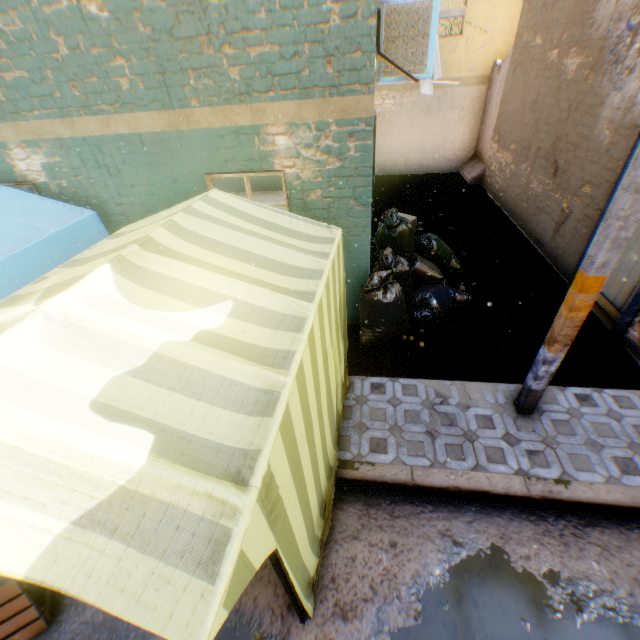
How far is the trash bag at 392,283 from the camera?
4.6 meters

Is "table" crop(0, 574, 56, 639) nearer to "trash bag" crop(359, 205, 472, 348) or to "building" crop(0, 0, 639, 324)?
"building" crop(0, 0, 639, 324)

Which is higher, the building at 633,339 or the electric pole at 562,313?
the electric pole at 562,313

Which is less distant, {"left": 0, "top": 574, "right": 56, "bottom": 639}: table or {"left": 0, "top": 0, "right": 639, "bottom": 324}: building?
{"left": 0, "top": 574, "right": 56, "bottom": 639}: table

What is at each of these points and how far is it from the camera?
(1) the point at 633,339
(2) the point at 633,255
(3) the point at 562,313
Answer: (1) building, 4.4m
(2) door, 4.6m
(3) electric pole, 3.0m

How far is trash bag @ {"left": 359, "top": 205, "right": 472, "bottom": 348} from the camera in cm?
462

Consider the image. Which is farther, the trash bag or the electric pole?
the trash bag

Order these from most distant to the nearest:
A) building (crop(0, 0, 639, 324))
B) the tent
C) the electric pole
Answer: building (crop(0, 0, 639, 324)) < the electric pole < the tent
